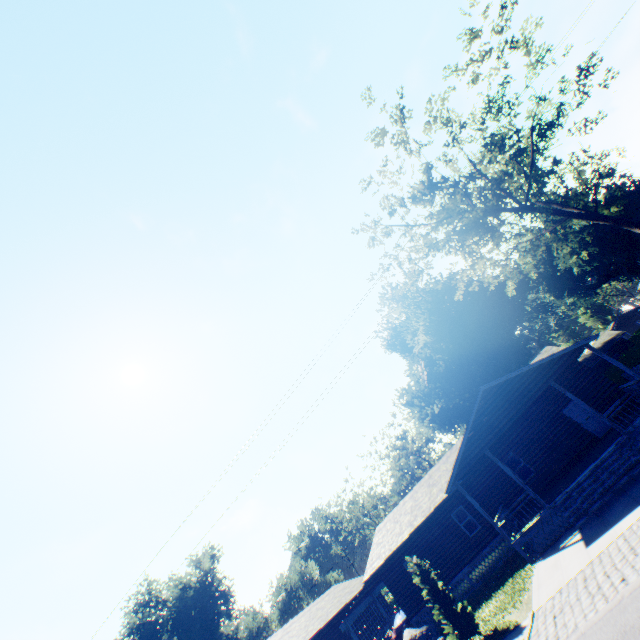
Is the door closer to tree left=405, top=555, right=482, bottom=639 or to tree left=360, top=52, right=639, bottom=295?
tree left=360, top=52, right=639, bottom=295

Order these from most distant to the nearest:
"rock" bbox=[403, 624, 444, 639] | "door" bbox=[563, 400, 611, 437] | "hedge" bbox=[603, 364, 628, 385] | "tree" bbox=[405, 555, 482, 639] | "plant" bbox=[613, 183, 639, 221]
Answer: "plant" bbox=[613, 183, 639, 221] < "hedge" bbox=[603, 364, 628, 385] < "door" bbox=[563, 400, 611, 437] < "rock" bbox=[403, 624, 444, 639] < "tree" bbox=[405, 555, 482, 639]

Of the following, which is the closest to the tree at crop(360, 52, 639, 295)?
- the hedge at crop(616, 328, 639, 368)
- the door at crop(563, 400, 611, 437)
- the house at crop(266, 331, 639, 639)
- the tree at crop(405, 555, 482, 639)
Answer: the house at crop(266, 331, 639, 639)

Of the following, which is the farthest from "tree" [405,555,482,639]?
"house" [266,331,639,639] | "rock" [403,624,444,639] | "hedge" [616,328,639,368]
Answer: "hedge" [616,328,639,368]

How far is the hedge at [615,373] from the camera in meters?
34.1 m

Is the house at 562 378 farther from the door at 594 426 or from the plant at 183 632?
the plant at 183 632

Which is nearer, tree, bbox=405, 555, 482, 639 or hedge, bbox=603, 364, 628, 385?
tree, bbox=405, 555, 482, 639

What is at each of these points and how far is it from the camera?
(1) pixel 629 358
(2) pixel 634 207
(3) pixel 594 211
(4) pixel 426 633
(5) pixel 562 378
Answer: (1) hedge, 34.8 meters
(2) plant, 50.4 meters
(3) tree, 17.8 meters
(4) rock, 17.5 meters
(5) house, 20.5 meters
